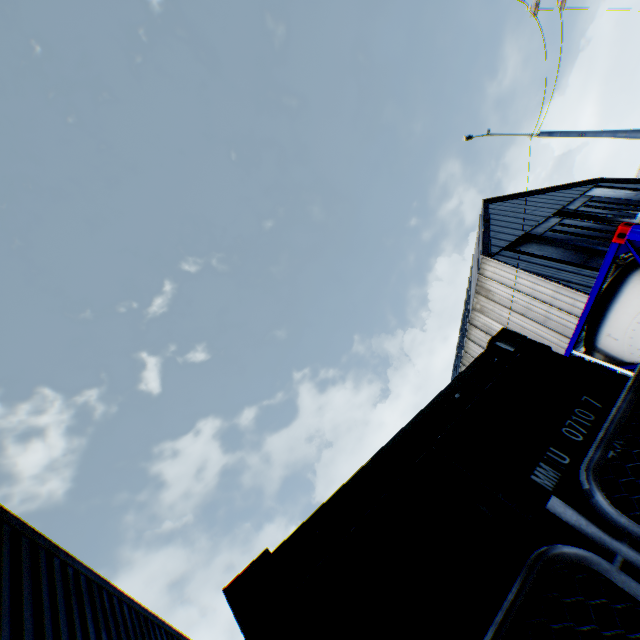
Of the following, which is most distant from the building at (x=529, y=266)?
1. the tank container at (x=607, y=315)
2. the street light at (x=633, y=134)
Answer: the street light at (x=633, y=134)

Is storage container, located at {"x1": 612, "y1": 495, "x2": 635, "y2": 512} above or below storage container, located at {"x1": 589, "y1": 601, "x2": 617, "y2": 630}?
above

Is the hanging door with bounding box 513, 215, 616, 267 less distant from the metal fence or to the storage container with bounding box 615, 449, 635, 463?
the metal fence

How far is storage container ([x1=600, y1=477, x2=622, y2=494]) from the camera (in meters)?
1.65

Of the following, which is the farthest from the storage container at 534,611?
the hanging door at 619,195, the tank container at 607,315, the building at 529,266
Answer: the hanging door at 619,195

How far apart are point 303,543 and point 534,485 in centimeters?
126cm

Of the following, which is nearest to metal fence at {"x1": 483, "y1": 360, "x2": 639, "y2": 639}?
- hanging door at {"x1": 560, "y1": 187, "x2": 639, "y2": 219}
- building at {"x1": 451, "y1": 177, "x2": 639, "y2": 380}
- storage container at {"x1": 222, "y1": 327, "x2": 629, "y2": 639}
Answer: storage container at {"x1": 222, "y1": 327, "x2": 629, "y2": 639}

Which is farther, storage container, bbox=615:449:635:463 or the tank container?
the tank container
